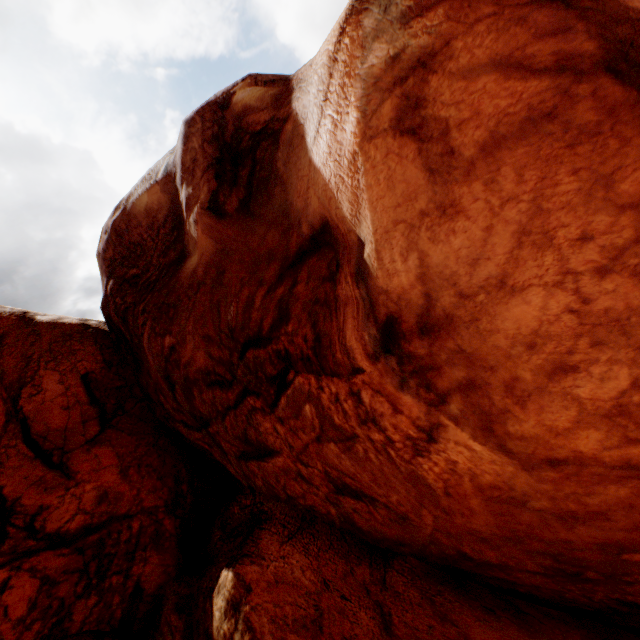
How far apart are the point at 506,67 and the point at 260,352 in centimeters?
520cm
